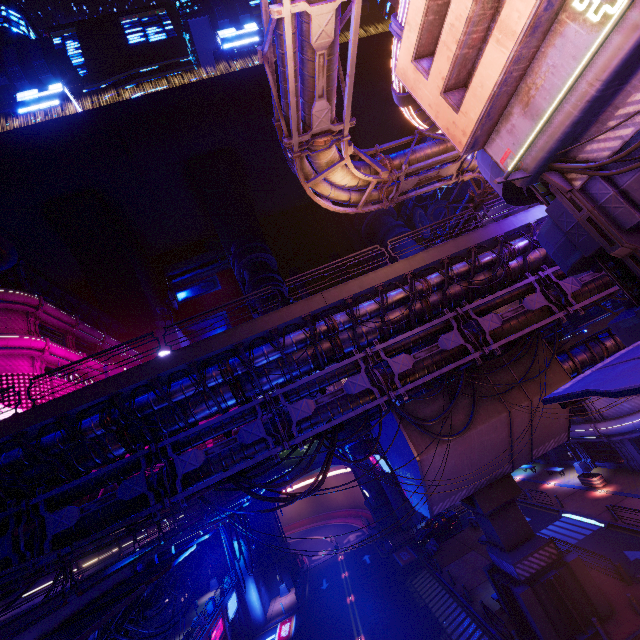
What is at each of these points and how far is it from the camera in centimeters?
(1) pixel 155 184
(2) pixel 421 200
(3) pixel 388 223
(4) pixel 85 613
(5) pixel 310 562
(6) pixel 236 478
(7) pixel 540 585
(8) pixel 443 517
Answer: (1) building, 5997cm
(2) walkway, 5809cm
(3) building, 5675cm
(4) fence, 740cm
(5) tunnel, 4647cm
(6) cable, 1344cm
(7) pillar, 1692cm
(8) car, 3509cm

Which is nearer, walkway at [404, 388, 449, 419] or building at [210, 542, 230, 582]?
walkway at [404, 388, 449, 419]

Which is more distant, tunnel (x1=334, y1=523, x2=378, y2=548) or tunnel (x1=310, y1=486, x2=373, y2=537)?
tunnel (x1=310, y1=486, x2=373, y2=537)

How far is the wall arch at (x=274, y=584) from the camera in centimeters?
3975cm

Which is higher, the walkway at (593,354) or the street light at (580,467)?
the walkway at (593,354)

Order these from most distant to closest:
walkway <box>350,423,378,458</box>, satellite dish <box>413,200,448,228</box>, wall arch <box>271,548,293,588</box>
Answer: satellite dish <box>413,200,448,228</box> < wall arch <box>271,548,293,588</box> < walkway <box>350,423,378,458</box>

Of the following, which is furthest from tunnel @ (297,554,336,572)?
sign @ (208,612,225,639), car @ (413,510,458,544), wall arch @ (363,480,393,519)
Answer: sign @ (208,612,225,639)

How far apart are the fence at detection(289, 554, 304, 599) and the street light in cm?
3255
